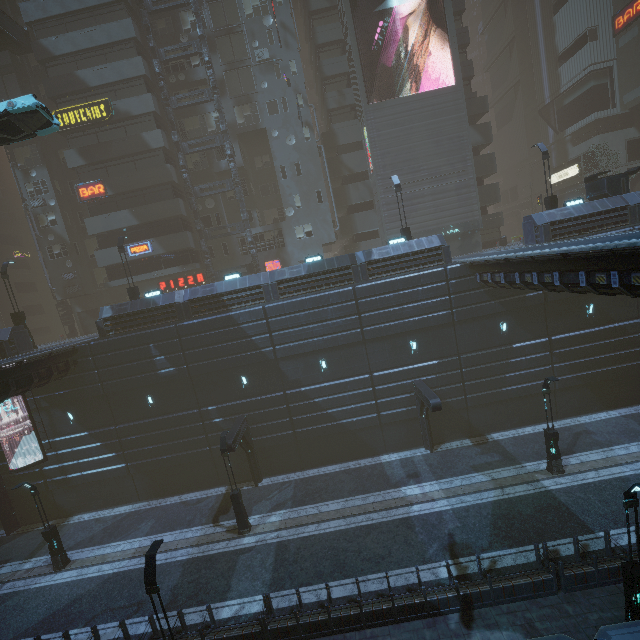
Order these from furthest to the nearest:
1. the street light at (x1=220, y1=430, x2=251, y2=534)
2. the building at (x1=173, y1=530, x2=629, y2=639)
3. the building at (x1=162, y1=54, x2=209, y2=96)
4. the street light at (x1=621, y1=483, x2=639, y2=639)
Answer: the building at (x1=162, y1=54, x2=209, y2=96)
the street light at (x1=220, y1=430, x2=251, y2=534)
the building at (x1=173, y1=530, x2=629, y2=639)
the street light at (x1=621, y1=483, x2=639, y2=639)

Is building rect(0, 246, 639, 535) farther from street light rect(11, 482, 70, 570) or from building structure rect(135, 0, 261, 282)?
street light rect(11, 482, 70, 570)

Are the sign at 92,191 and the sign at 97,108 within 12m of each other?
yes

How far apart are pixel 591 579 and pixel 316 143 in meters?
34.8 m

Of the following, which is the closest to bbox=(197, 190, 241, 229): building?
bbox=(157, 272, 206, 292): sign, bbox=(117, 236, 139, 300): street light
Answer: bbox=(157, 272, 206, 292): sign

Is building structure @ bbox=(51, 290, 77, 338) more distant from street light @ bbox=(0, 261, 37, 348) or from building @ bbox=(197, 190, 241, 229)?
street light @ bbox=(0, 261, 37, 348)

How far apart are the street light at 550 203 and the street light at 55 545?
36.0m

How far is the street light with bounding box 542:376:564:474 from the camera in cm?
1673
